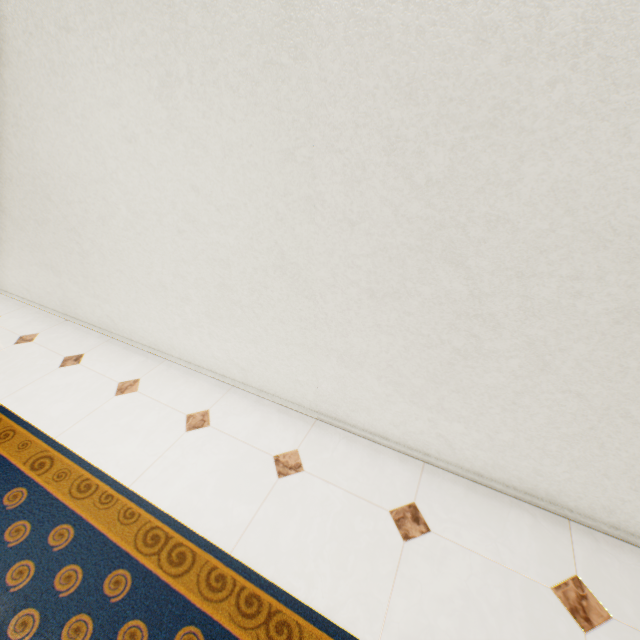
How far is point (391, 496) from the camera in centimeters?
181cm
